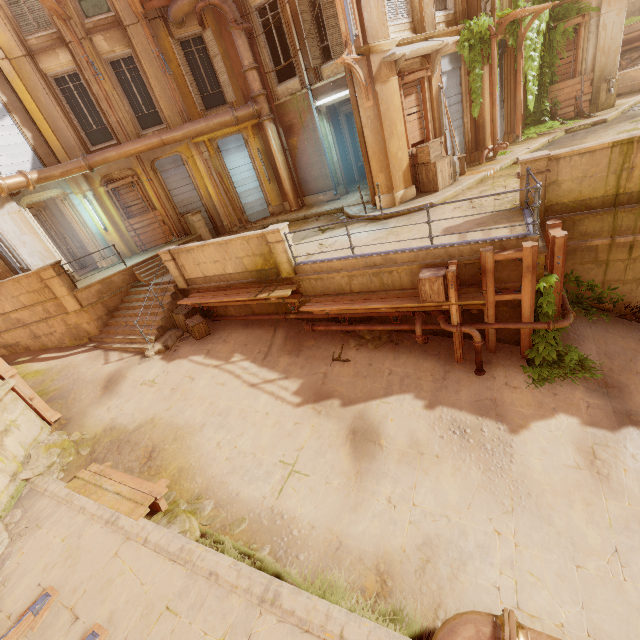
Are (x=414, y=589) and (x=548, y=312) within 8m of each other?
yes

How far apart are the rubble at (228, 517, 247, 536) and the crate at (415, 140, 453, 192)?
11.1m

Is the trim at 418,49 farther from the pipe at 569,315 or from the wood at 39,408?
the wood at 39,408

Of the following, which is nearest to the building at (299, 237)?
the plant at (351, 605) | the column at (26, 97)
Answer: Result: the column at (26, 97)

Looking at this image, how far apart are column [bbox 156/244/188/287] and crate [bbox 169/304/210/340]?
0.5m

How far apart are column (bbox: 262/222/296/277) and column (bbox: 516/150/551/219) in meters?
5.8 m

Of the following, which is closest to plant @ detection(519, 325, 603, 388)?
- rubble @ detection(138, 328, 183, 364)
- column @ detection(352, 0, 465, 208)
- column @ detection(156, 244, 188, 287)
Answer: column @ detection(352, 0, 465, 208)

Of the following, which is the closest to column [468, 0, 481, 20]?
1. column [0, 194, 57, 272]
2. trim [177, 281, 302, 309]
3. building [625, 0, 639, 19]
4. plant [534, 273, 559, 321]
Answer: building [625, 0, 639, 19]
